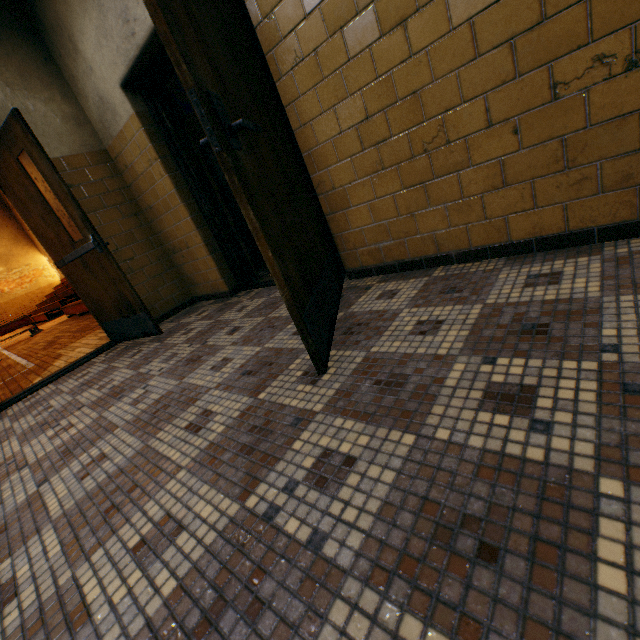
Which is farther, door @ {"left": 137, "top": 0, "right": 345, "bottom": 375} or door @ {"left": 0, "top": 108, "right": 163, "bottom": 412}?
door @ {"left": 0, "top": 108, "right": 163, "bottom": 412}

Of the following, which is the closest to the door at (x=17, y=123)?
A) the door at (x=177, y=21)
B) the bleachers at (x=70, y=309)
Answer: the door at (x=177, y=21)

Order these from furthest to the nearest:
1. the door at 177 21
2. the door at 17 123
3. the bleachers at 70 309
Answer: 1. the bleachers at 70 309
2. the door at 17 123
3. the door at 177 21

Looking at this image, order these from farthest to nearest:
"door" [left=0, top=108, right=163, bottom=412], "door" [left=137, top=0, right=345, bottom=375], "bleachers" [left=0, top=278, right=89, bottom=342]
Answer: "bleachers" [left=0, top=278, right=89, bottom=342] < "door" [left=0, top=108, right=163, bottom=412] < "door" [left=137, top=0, right=345, bottom=375]

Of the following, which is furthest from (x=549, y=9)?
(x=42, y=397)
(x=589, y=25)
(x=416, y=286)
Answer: (x=42, y=397)

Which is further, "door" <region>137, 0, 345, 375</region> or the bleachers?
the bleachers

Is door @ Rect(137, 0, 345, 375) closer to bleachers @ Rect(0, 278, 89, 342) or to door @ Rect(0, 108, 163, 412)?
door @ Rect(0, 108, 163, 412)
